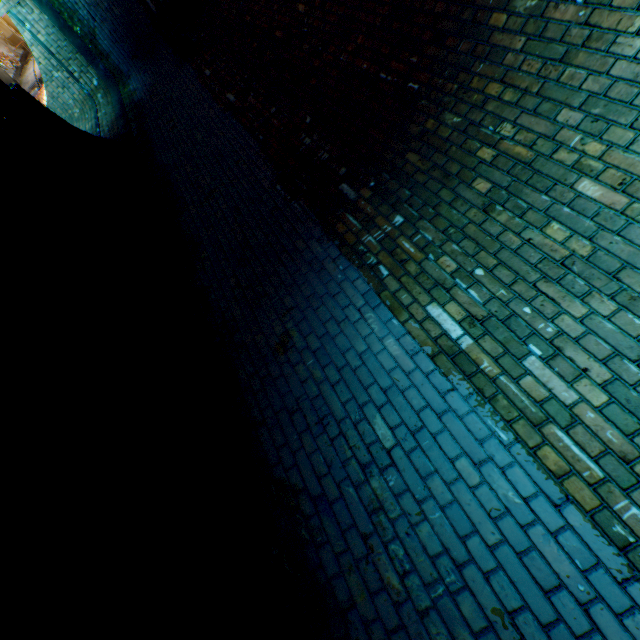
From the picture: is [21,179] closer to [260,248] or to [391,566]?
[260,248]
